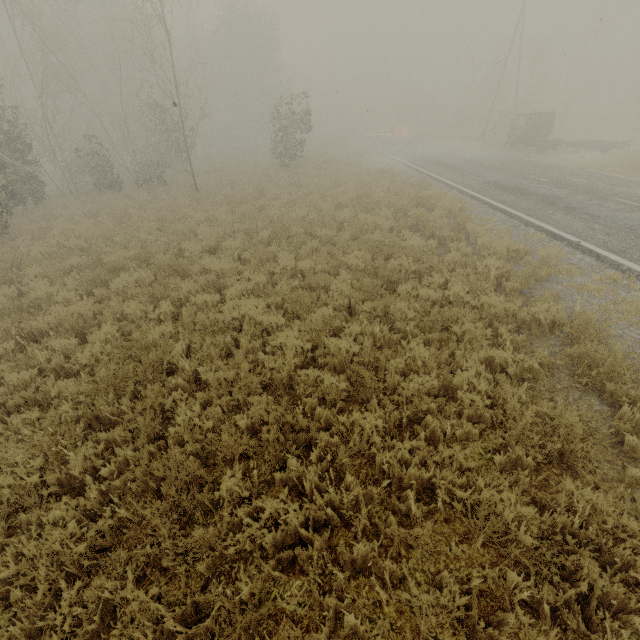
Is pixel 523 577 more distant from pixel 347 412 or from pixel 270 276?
pixel 270 276

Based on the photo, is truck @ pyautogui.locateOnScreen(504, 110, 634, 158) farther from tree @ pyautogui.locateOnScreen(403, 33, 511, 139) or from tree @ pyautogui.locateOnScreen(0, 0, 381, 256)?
tree @ pyautogui.locateOnScreen(403, 33, 511, 139)

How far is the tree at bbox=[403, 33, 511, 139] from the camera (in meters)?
41.19

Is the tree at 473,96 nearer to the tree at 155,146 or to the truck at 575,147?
the truck at 575,147

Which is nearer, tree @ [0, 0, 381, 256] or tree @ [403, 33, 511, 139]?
tree @ [0, 0, 381, 256]

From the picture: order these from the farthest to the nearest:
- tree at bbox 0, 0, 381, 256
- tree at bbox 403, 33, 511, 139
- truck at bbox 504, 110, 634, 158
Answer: tree at bbox 403, 33, 511, 139
truck at bbox 504, 110, 634, 158
tree at bbox 0, 0, 381, 256

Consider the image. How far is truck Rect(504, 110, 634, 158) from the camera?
19.9 meters

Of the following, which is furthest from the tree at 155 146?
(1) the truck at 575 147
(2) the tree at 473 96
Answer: (2) the tree at 473 96
